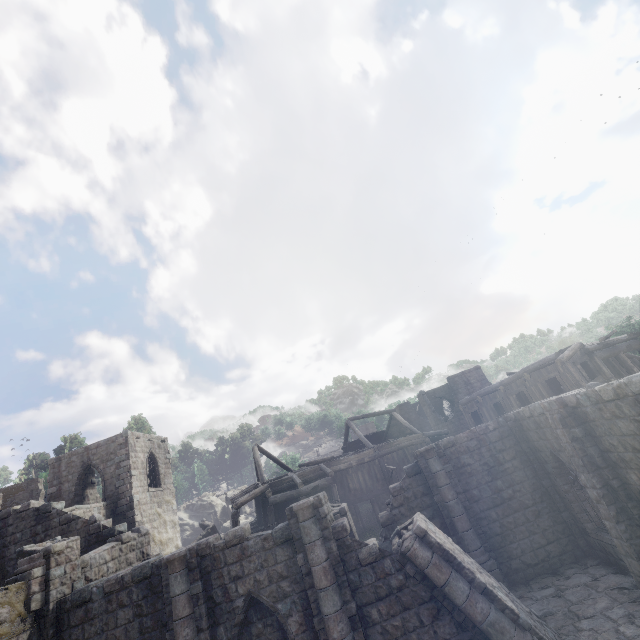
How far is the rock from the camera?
38.4 meters

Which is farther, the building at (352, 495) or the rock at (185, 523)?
the rock at (185, 523)

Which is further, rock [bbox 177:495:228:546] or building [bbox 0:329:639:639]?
rock [bbox 177:495:228:546]

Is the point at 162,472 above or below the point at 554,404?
above

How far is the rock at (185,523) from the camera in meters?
38.4 m
